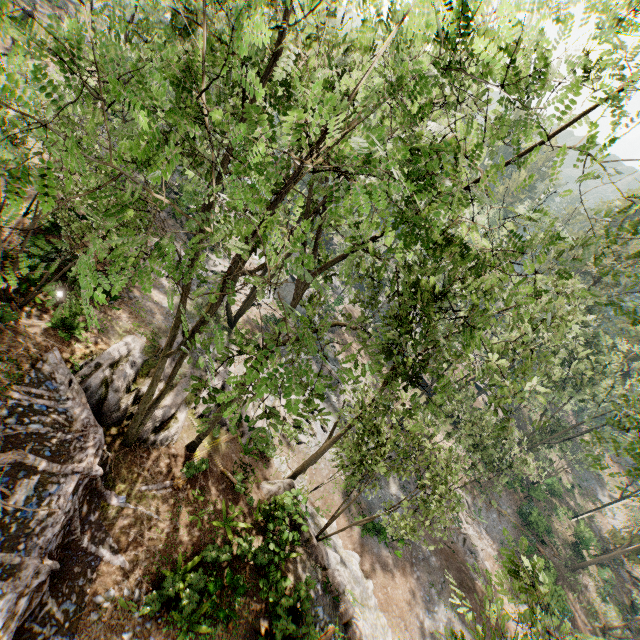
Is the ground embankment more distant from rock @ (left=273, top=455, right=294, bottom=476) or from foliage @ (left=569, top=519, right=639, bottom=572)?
rock @ (left=273, top=455, right=294, bottom=476)

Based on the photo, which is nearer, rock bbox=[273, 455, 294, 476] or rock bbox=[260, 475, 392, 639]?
rock bbox=[260, 475, 392, 639]

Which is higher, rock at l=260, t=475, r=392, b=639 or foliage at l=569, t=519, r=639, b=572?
foliage at l=569, t=519, r=639, b=572

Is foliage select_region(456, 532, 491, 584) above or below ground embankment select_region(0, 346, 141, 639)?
below

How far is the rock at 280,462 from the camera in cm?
1971

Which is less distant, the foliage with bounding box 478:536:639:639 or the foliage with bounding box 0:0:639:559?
the foliage with bounding box 0:0:639:559

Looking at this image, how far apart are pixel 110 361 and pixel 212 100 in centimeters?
1365cm

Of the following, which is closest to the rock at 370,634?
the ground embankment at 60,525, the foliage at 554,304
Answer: the foliage at 554,304
